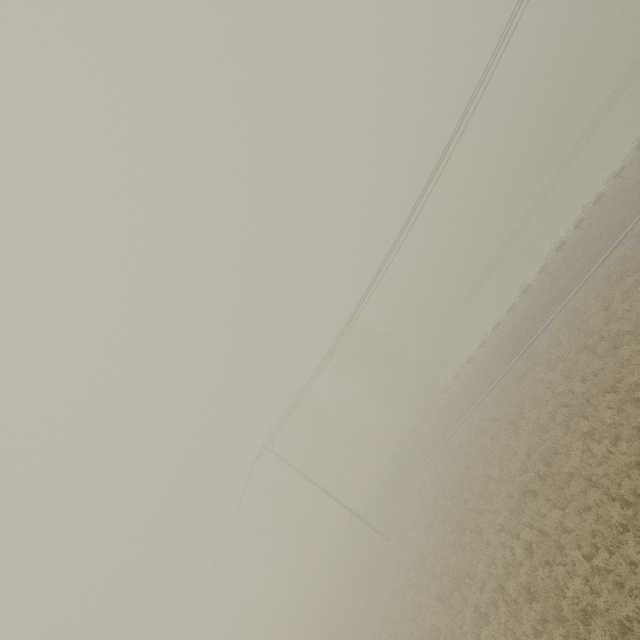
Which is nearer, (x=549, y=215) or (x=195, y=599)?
(x=195, y=599)

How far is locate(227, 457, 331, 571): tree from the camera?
52.47m

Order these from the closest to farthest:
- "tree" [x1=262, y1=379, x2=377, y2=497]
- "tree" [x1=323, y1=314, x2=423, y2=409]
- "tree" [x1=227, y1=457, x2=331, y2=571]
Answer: "tree" [x1=262, y1=379, x2=377, y2=497] < "tree" [x1=323, y1=314, x2=423, y2=409] < "tree" [x1=227, y1=457, x2=331, y2=571]

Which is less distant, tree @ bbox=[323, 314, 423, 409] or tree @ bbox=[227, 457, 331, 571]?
tree @ bbox=[323, 314, 423, 409]

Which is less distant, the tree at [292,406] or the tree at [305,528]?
the tree at [292,406]

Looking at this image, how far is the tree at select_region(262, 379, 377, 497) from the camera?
48.7 meters

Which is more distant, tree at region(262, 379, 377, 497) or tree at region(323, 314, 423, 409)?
tree at region(323, 314, 423, 409)
